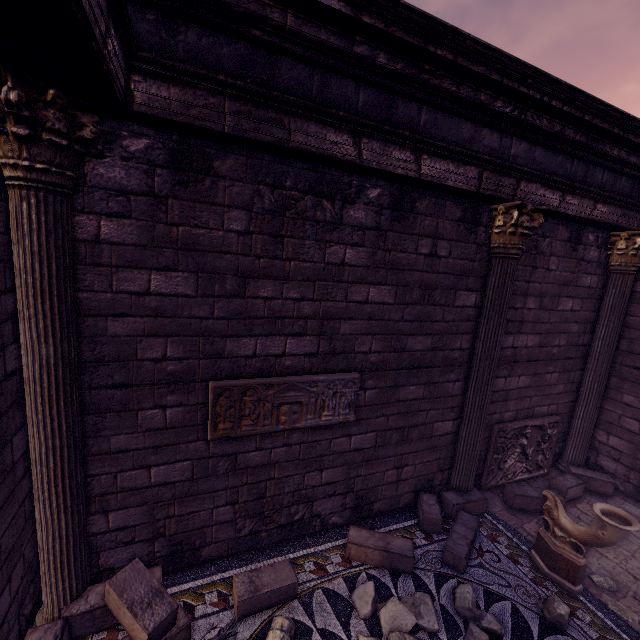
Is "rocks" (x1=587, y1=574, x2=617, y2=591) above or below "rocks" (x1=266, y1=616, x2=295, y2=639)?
below

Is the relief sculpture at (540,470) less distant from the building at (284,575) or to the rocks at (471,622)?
the building at (284,575)

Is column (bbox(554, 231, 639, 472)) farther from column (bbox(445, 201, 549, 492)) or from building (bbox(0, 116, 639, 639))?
column (bbox(445, 201, 549, 492))

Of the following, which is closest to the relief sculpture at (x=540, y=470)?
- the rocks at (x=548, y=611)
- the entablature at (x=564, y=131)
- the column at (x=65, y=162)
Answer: the rocks at (x=548, y=611)

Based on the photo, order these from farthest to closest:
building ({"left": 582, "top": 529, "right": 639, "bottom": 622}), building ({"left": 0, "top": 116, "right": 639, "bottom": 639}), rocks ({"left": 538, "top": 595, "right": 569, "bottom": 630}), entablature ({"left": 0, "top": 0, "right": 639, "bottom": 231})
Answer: building ({"left": 582, "top": 529, "right": 639, "bottom": 622}), rocks ({"left": 538, "top": 595, "right": 569, "bottom": 630}), building ({"left": 0, "top": 116, "right": 639, "bottom": 639}), entablature ({"left": 0, "top": 0, "right": 639, "bottom": 231})

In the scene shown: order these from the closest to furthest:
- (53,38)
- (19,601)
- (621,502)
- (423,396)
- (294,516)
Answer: (53,38), (19,601), (294,516), (423,396), (621,502)

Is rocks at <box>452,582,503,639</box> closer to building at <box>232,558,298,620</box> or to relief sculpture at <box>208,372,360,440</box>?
building at <box>232,558,298,620</box>

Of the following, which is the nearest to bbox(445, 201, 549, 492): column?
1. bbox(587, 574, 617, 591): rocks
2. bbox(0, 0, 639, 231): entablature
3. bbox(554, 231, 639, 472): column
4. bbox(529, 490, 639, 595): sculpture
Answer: bbox(0, 0, 639, 231): entablature
